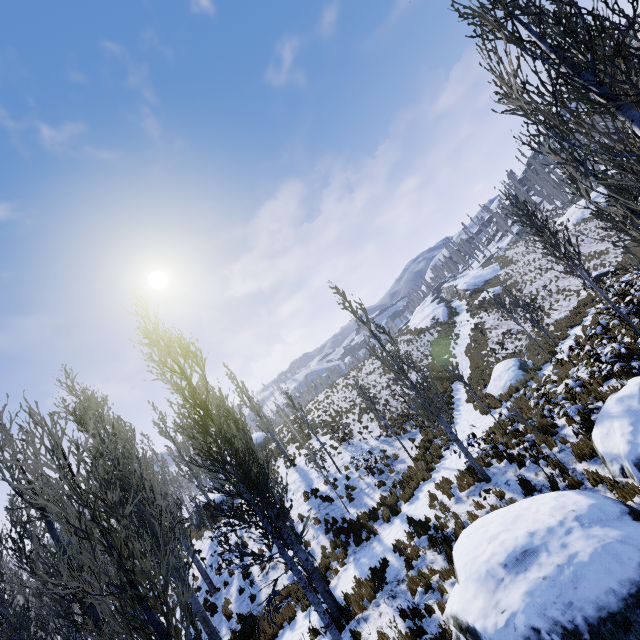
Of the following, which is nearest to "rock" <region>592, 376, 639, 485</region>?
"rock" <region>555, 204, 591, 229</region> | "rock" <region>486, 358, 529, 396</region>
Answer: "rock" <region>486, 358, 529, 396</region>

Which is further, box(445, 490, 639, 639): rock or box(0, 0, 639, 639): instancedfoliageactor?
box(445, 490, 639, 639): rock

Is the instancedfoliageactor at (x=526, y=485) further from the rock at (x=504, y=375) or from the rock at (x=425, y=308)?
the rock at (x=425, y=308)

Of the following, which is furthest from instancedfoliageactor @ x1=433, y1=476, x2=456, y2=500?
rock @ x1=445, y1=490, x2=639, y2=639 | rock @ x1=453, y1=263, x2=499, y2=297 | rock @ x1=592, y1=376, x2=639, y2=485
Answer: rock @ x1=453, y1=263, x2=499, y2=297

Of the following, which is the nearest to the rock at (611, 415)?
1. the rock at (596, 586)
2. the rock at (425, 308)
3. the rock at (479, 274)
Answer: the rock at (596, 586)

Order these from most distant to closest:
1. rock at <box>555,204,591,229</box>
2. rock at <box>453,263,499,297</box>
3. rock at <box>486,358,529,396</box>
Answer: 1. rock at <box>453,263,499,297</box>
2. rock at <box>555,204,591,229</box>
3. rock at <box>486,358,529,396</box>

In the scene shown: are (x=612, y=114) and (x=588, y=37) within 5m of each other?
yes

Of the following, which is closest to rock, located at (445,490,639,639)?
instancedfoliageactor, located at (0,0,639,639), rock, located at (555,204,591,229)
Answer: instancedfoliageactor, located at (0,0,639,639)
